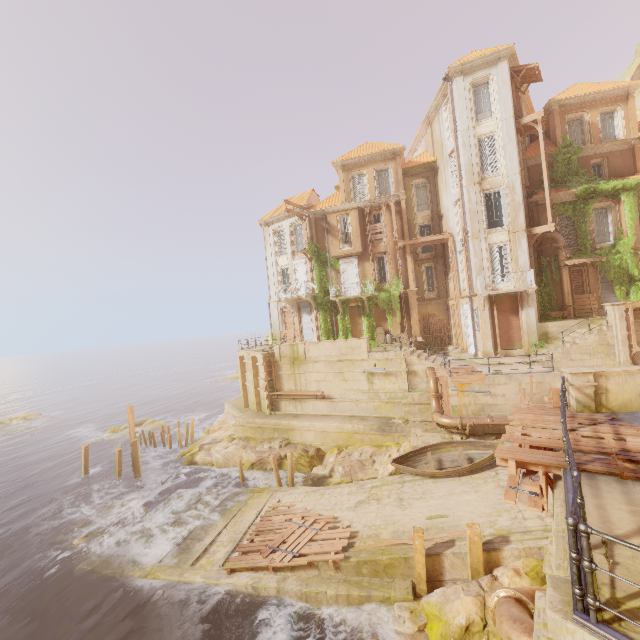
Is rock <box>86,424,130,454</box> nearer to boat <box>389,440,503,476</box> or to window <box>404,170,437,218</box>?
boat <box>389,440,503,476</box>

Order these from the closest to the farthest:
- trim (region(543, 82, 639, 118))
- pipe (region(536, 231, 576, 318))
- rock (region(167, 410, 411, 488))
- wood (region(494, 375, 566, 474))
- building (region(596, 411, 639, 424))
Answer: wood (region(494, 375, 566, 474)) → building (region(596, 411, 639, 424)) → rock (region(167, 410, 411, 488)) → pipe (region(536, 231, 576, 318)) → trim (region(543, 82, 639, 118))

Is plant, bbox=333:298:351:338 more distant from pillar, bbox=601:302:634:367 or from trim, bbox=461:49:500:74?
trim, bbox=461:49:500:74

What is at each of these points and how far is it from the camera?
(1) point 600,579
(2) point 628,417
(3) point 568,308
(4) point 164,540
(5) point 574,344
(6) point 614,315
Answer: (1) building, 3.7 meters
(2) building, 8.3 meters
(3) pipe, 22.4 meters
(4) walkway, 16.1 meters
(5) stairs, 18.9 meters
(6) pillar, 18.3 meters

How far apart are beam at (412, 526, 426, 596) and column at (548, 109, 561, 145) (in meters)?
29.25

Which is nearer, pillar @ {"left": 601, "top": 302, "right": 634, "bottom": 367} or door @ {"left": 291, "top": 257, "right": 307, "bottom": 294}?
pillar @ {"left": 601, "top": 302, "right": 634, "bottom": 367}

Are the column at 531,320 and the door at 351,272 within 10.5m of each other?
no

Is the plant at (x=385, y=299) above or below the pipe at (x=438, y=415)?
above
